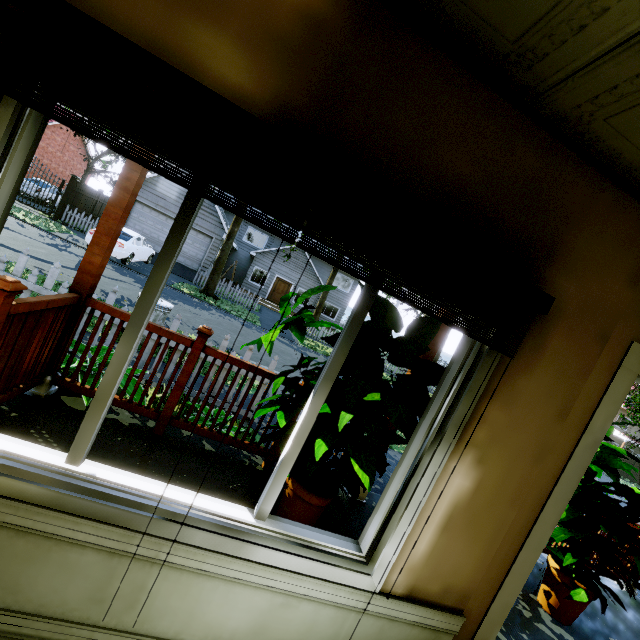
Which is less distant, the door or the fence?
the fence

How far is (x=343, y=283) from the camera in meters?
31.0

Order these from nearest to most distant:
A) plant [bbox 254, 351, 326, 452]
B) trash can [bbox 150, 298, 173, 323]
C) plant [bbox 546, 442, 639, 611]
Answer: plant [bbox 254, 351, 326, 452] < plant [bbox 546, 442, 639, 611] < trash can [bbox 150, 298, 173, 323]

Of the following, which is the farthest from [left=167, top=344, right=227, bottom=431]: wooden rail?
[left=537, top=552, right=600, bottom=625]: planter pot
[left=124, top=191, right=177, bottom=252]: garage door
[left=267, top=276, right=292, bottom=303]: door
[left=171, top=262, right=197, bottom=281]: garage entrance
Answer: [left=267, top=276, right=292, bottom=303]: door

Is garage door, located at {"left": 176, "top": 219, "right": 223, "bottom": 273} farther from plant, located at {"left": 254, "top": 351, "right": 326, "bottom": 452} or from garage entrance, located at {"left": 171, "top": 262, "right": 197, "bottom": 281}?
plant, located at {"left": 254, "top": 351, "right": 326, "bottom": 452}

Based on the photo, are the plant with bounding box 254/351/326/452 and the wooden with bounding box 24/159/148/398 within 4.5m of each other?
yes

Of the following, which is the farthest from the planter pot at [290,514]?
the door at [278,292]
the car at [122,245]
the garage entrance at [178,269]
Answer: the door at [278,292]

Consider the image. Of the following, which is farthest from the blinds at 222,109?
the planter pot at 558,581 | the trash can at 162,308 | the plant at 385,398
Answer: the trash can at 162,308
